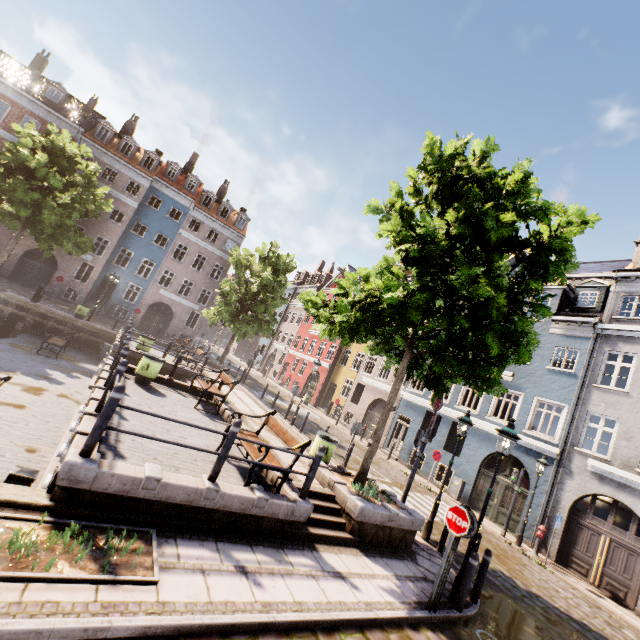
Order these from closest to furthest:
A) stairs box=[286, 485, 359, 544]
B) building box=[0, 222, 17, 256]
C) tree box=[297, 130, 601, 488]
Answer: stairs box=[286, 485, 359, 544], tree box=[297, 130, 601, 488], building box=[0, 222, 17, 256]

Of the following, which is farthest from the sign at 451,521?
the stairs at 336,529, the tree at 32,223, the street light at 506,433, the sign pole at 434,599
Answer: the tree at 32,223

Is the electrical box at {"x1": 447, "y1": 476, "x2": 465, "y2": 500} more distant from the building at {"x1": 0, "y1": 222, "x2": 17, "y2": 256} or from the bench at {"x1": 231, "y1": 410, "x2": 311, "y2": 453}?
the bench at {"x1": 231, "y1": 410, "x2": 311, "y2": 453}

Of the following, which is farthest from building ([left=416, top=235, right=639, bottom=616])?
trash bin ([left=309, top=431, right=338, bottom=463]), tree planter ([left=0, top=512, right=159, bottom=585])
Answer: tree planter ([left=0, top=512, right=159, bottom=585])

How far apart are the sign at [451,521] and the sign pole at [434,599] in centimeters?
5cm

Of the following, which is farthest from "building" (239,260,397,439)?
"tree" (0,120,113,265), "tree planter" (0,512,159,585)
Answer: "tree planter" (0,512,159,585)

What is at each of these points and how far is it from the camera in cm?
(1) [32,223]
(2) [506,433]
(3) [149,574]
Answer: (1) tree, 1933
(2) street light, 708
(3) tree planter, 407

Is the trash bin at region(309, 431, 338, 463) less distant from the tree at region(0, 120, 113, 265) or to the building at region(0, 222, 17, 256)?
the tree at region(0, 120, 113, 265)
